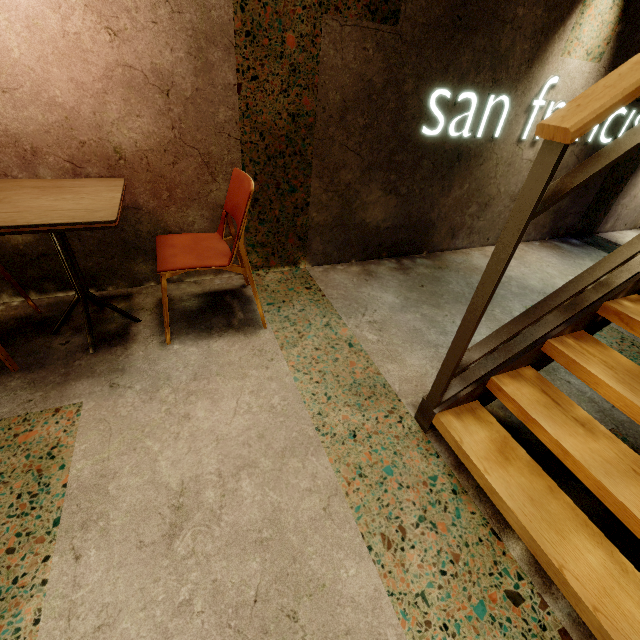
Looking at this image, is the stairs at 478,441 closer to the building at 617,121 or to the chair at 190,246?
the building at 617,121

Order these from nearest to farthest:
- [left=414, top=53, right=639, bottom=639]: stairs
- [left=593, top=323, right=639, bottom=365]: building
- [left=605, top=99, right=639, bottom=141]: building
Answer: [left=414, top=53, right=639, bottom=639]: stairs
[left=593, top=323, right=639, bottom=365]: building
[left=605, top=99, right=639, bottom=141]: building

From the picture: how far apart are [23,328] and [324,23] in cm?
248

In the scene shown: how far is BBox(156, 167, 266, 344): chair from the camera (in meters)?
1.70

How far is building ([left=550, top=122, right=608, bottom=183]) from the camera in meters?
3.1 m

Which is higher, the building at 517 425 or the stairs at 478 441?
the stairs at 478 441

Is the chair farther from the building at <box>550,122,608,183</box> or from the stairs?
the stairs

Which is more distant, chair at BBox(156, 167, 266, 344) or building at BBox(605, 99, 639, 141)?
building at BBox(605, 99, 639, 141)
